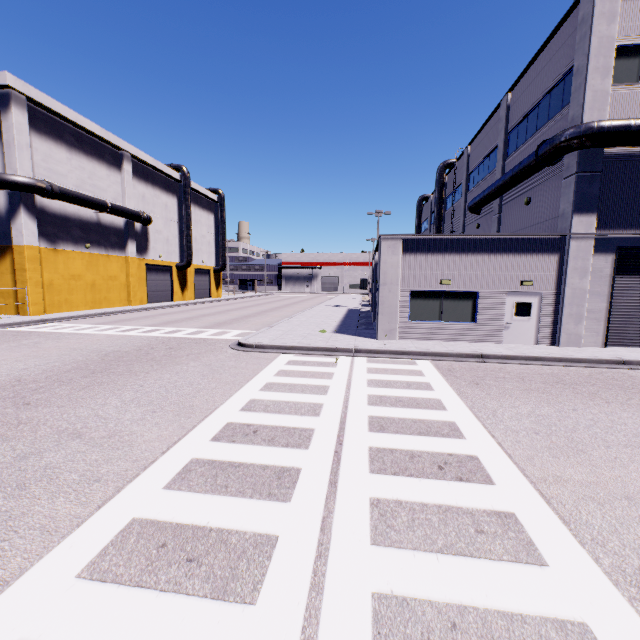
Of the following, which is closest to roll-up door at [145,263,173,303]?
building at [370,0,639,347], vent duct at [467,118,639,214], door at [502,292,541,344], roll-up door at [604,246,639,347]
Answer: building at [370,0,639,347]

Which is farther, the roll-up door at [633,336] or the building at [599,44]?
the roll-up door at [633,336]

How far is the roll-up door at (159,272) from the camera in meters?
36.2

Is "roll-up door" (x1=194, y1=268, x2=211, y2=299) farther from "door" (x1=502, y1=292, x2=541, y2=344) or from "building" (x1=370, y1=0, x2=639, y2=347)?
"door" (x1=502, y1=292, x2=541, y2=344)

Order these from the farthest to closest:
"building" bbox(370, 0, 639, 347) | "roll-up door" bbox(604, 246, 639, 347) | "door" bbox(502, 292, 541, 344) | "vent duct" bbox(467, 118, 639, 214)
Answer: "door" bbox(502, 292, 541, 344) → "roll-up door" bbox(604, 246, 639, 347) → "building" bbox(370, 0, 639, 347) → "vent duct" bbox(467, 118, 639, 214)

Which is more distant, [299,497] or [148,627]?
[299,497]

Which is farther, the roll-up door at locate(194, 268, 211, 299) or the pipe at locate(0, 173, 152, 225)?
the roll-up door at locate(194, 268, 211, 299)

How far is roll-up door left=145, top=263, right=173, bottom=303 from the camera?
36.2m
